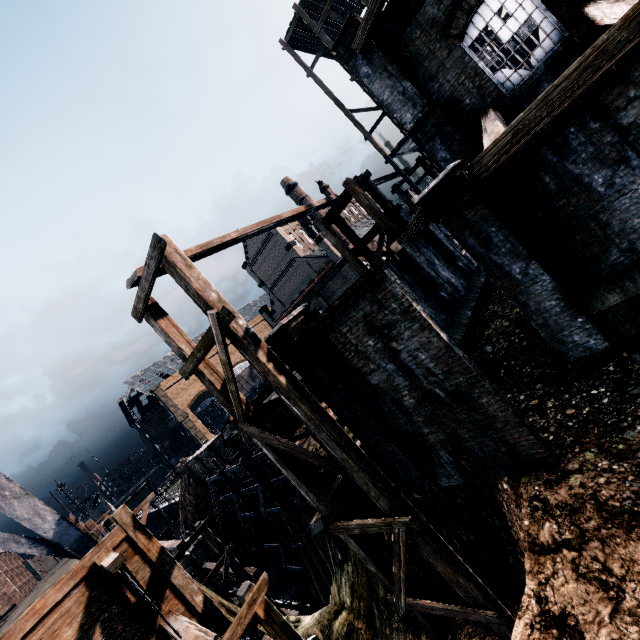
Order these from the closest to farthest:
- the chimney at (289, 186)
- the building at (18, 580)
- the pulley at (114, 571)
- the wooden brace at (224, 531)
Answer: the pulley at (114, 571)
the wooden brace at (224, 531)
the building at (18, 580)
the chimney at (289, 186)

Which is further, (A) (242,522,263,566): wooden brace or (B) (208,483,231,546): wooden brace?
(B) (208,483,231,546): wooden brace

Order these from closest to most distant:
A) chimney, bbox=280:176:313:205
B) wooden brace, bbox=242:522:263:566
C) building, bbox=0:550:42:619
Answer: wooden brace, bbox=242:522:263:566, building, bbox=0:550:42:619, chimney, bbox=280:176:313:205

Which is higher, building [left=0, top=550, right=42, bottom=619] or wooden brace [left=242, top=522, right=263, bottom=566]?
building [left=0, top=550, right=42, bottom=619]

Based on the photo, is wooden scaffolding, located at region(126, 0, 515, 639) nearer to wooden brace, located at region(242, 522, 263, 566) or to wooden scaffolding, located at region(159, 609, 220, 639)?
wooden scaffolding, located at region(159, 609, 220, 639)

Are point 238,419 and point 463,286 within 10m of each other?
no

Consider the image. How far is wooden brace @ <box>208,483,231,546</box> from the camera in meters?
32.9

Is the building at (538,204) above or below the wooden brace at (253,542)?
above
